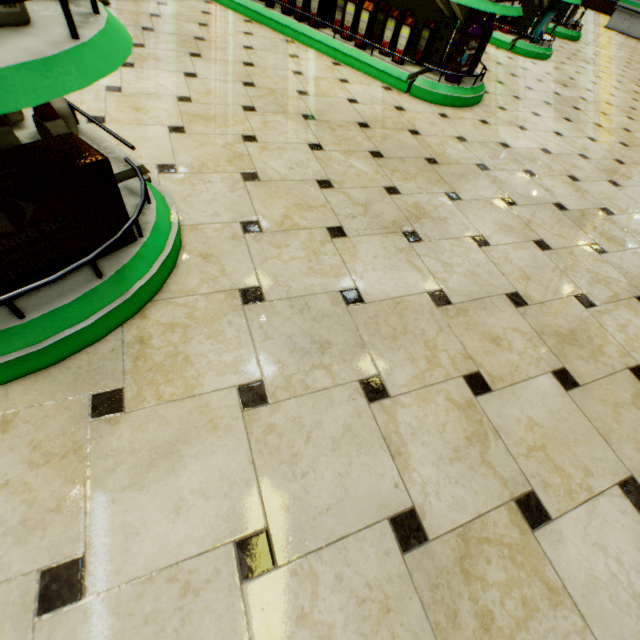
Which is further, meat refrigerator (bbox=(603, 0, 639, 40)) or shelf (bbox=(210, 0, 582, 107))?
meat refrigerator (bbox=(603, 0, 639, 40))

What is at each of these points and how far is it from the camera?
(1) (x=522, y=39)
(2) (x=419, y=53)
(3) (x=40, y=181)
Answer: (1) shelf, 5.3m
(2) shampoo, 3.2m
(3) boxed food, 0.9m

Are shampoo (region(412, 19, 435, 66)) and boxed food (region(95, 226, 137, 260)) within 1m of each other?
no

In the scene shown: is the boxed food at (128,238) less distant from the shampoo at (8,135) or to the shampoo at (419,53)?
the shampoo at (8,135)

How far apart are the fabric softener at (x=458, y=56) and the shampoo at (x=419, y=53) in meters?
0.3 m

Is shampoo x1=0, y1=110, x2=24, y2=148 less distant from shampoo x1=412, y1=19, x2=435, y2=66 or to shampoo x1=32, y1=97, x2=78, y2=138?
shampoo x1=32, y1=97, x2=78, y2=138

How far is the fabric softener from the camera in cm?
283

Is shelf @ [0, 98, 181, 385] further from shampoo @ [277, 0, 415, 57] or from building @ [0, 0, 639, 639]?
shampoo @ [277, 0, 415, 57]
